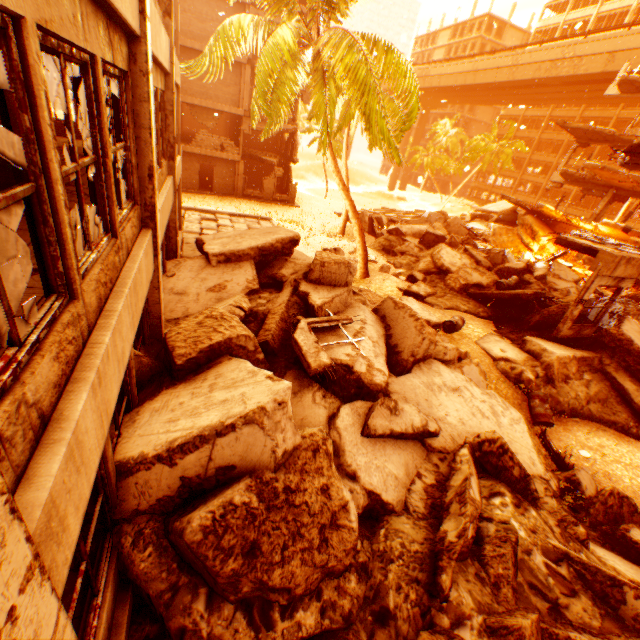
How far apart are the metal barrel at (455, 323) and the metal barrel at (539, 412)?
2.3 meters

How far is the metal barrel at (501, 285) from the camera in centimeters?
1428cm

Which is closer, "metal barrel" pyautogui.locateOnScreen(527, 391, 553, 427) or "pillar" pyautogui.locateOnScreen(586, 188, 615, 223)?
"metal barrel" pyautogui.locateOnScreen(527, 391, 553, 427)

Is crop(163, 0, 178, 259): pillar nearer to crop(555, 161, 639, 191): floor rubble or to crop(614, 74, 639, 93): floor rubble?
crop(555, 161, 639, 191): floor rubble

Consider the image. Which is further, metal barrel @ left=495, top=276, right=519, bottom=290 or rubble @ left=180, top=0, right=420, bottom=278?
metal barrel @ left=495, top=276, right=519, bottom=290

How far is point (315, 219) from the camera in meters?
26.4

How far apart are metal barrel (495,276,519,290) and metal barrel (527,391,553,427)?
6.1m

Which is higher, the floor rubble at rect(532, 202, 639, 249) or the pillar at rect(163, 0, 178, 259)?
the pillar at rect(163, 0, 178, 259)
